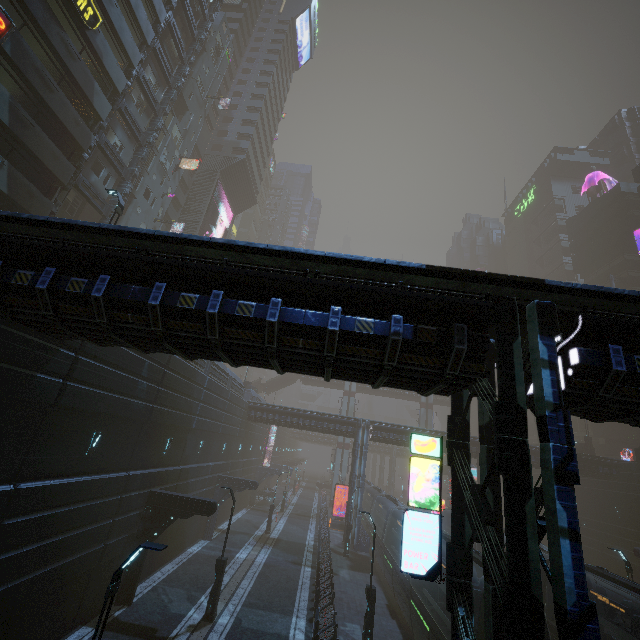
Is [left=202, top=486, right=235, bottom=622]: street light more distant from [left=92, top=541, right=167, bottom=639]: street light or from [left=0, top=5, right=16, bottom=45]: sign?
[left=0, top=5, right=16, bottom=45]: sign

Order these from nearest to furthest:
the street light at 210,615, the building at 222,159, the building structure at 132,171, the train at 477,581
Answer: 1. the train at 477,581
2. the street light at 210,615
3. the building structure at 132,171
4. the building at 222,159

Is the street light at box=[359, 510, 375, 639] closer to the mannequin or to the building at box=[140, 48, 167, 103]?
the building at box=[140, 48, 167, 103]

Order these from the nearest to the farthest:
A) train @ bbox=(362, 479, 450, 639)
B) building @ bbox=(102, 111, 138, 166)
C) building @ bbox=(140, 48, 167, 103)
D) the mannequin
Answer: train @ bbox=(362, 479, 450, 639), building @ bbox=(102, 111, 138, 166), building @ bbox=(140, 48, 167, 103), the mannequin

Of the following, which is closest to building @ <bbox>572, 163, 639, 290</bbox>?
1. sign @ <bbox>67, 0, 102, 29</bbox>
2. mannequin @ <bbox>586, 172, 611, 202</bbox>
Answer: sign @ <bbox>67, 0, 102, 29</bbox>

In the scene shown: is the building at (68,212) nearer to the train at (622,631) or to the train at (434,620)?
the train at (622,631)

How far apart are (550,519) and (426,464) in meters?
3.0

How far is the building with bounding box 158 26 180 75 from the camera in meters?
32.1 m
